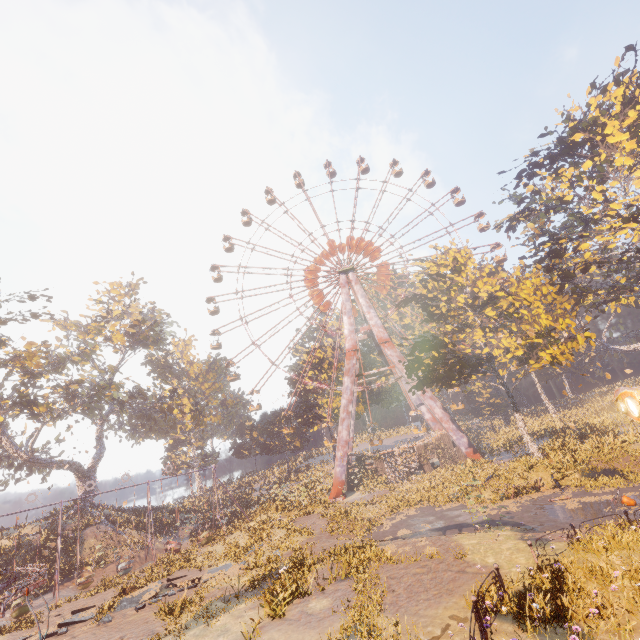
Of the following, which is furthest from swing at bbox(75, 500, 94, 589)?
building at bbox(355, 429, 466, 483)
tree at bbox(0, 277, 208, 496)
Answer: building at bbox(355, 429, 466, 483)

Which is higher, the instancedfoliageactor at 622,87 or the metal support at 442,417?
the instancedfoliageactor at 622,87

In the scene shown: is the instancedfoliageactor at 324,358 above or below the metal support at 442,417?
above

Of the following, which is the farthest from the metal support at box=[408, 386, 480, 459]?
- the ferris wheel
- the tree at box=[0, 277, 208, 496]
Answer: the tree at box=[0, 277, 208, 496]

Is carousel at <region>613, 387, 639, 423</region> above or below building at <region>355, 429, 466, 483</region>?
above

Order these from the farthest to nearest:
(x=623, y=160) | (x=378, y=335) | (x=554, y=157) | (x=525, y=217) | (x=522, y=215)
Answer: (x=378, y=335) < (x=522, y=215) < (x=525, y=217) < (x=554, y=157) < (x=623, y=160)

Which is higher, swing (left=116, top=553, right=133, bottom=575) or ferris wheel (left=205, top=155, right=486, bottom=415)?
ferris wheel (left=205, top=155, right=486, bottom=415)

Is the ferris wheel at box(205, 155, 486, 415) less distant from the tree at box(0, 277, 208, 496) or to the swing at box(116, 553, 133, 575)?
the tree at box(0, 277, 208, 496)
